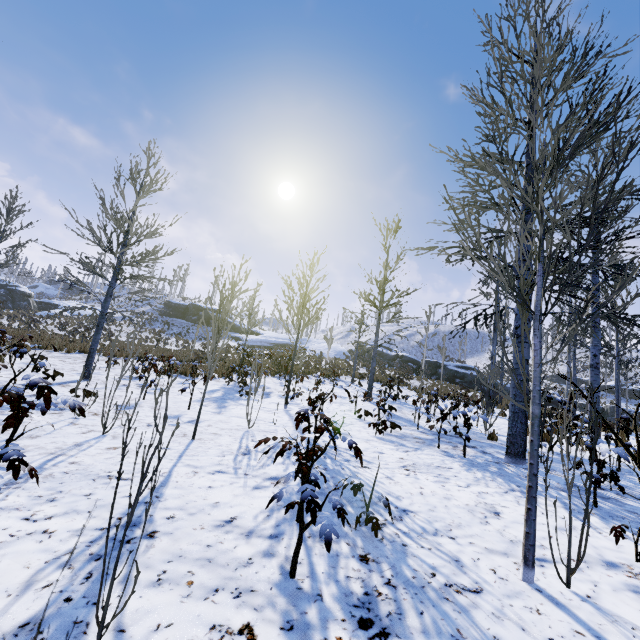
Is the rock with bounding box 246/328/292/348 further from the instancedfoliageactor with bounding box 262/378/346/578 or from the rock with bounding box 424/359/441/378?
the instancedfoliageactor with bounding box 262/378/346/578

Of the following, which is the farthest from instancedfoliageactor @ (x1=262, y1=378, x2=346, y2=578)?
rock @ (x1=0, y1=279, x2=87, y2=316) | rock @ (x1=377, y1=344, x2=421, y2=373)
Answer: rock @ (x1=0, y1=279, x2=87, y2=316)

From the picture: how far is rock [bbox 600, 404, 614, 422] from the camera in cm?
3175

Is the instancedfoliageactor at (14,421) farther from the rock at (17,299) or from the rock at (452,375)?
A: the rock at (17,299)

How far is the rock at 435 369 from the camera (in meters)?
33.25

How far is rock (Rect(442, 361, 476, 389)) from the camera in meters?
31.2

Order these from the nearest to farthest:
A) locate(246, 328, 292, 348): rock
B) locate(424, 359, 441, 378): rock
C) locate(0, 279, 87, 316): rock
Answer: locate(424, 359, 441, 378): rock < locate(0, 279, 87, 316): rock < locate(246, 328, 292, 348): rock

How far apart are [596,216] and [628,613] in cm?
1072
